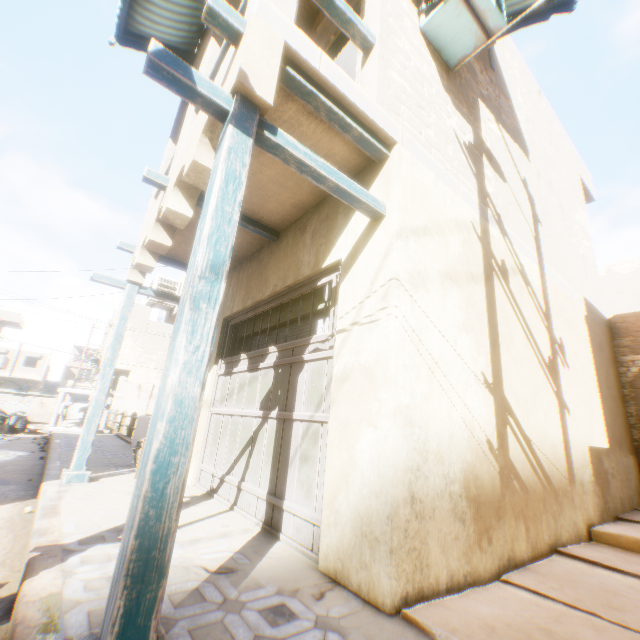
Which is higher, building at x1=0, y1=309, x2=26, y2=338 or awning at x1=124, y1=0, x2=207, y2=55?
building at x1=0, y1=309, x2=26, y2=338

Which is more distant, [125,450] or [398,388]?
[125,450]

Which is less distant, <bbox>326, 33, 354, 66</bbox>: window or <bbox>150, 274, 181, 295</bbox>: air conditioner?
<bbox>326, 33, 354, 66</bbox>: window

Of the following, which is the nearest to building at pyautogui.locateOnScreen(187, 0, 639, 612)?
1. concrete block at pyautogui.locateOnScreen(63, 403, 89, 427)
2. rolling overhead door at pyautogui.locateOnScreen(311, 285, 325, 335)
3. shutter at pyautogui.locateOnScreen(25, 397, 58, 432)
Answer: rolling overhead door at pyautogui.locateOnScreen(311, 285, 325, 335)

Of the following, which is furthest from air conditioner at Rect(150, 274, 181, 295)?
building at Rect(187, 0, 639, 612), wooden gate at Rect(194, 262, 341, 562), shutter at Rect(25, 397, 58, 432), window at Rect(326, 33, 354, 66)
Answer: shutter at Rect(25, 397, 58, 432)

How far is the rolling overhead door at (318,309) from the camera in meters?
4.0

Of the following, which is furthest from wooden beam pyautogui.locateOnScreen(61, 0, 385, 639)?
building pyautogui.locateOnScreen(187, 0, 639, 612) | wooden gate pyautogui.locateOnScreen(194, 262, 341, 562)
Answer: wooden gate pyautogui.locateOnScreen(194, 262, 341, 562)

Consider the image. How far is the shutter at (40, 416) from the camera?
13.1 meters
